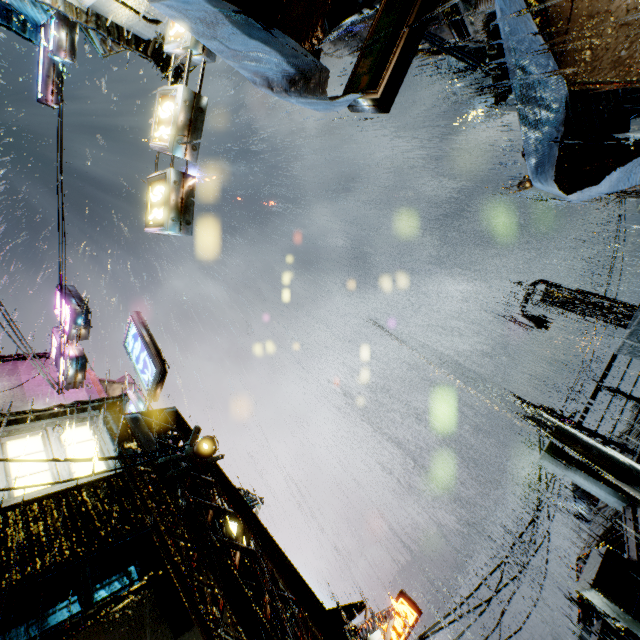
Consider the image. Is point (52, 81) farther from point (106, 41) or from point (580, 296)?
point (580, 296)

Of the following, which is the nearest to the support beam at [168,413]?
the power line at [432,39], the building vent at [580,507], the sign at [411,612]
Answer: the power line at [432,39]

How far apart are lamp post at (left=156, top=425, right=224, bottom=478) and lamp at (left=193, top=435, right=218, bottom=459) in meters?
0.1

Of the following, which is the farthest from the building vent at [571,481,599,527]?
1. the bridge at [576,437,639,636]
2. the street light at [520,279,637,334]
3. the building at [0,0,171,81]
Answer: the bridge at [576,437,639,636]

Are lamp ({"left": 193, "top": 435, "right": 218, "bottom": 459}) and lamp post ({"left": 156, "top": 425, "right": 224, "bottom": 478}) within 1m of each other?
yes

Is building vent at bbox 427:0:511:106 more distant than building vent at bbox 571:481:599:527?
No

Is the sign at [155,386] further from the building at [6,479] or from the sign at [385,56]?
the sign at [385,56]

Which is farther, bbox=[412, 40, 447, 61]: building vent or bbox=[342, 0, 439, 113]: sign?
bbox=[412, 40, 447, 61]: building vent
